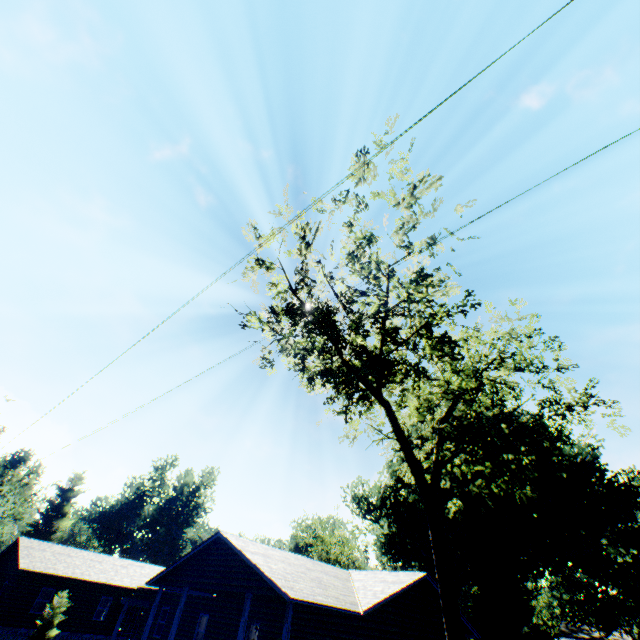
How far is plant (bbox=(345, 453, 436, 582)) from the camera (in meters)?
29.48

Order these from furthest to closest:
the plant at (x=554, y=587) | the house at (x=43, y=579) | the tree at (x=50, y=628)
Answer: the plant at (x=554, y=587) → the tree at (x=50, y=628) → the house at (x=43, y=579)

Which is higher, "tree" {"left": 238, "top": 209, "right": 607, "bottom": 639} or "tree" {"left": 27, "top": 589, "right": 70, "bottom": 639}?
"tree" {"left": 238, "top": 209, "right": 607, "bottom": 639}

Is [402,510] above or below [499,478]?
above

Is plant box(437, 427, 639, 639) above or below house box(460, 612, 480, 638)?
above

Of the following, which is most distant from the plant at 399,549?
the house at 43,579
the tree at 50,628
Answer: the tree at 50,628

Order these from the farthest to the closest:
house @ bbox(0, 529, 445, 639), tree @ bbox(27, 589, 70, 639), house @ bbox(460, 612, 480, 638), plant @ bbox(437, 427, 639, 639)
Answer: plant @ bbox(437, 427, 639, 639) < house @ bbox(460, 612, 480, 638) < tree @ bbox(27, 589, 70, 639) < house @ bbox(0, 529, 445, 639)

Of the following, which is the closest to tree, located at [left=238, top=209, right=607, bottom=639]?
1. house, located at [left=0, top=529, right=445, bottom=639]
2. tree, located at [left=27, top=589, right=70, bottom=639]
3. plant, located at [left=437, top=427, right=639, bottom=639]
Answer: house, located at [left=0, top=529, right=445, bottom=639]
